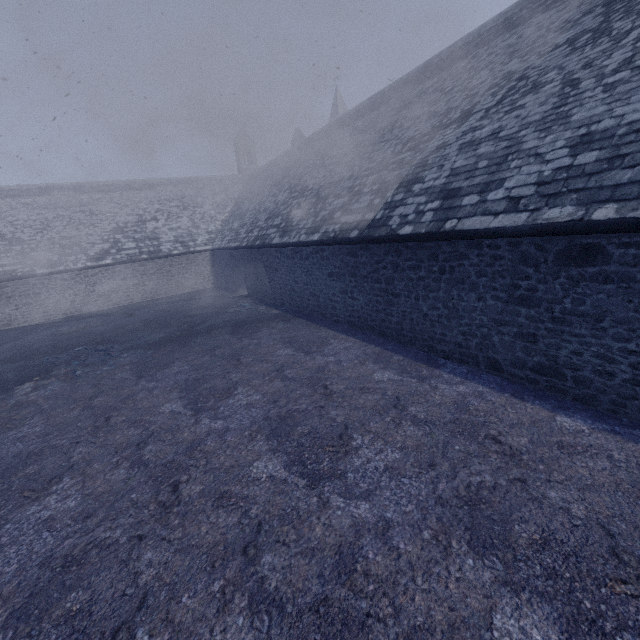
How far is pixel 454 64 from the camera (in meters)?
11.25
